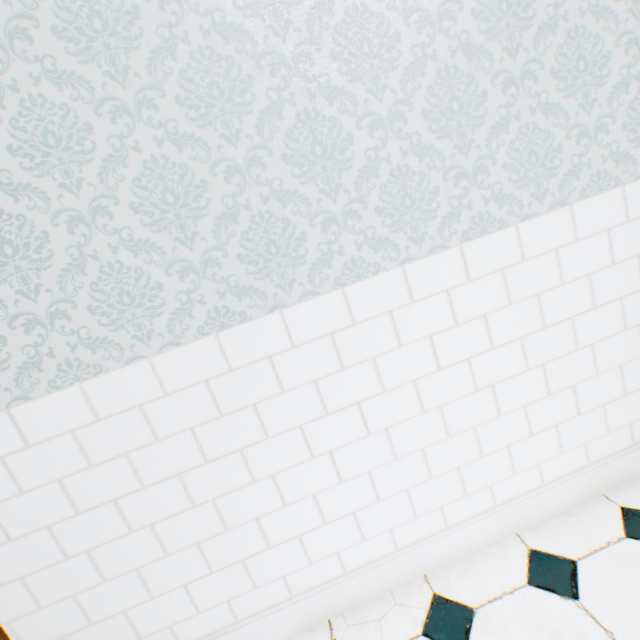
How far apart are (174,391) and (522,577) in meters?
1.4
